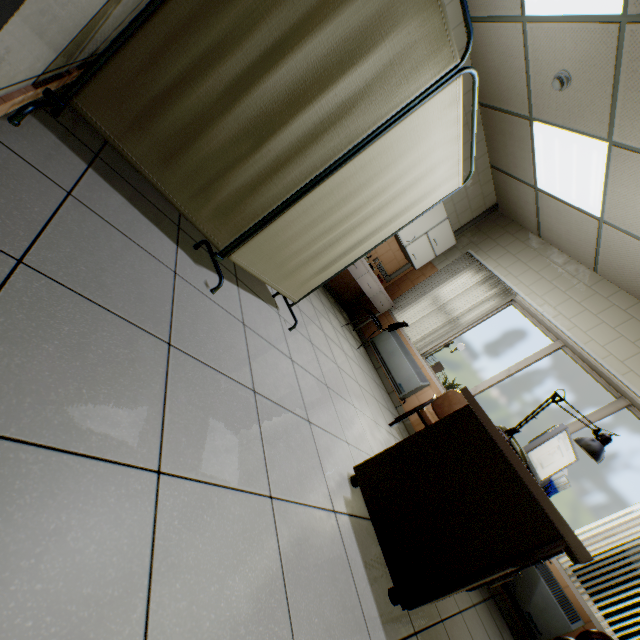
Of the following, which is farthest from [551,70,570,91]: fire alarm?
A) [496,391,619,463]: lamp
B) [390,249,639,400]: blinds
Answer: [496,391,619,463]: lamp

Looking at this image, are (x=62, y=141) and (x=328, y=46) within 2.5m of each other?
yes

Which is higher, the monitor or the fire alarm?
the fire alarm

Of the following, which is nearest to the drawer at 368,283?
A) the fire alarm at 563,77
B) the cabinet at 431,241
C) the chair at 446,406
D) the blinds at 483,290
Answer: the blinds at 483,290

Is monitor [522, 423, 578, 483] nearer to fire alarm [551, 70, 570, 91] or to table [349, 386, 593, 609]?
table [349, 386, 593, 609]

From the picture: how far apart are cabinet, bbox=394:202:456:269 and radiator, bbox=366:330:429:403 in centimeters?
118cm

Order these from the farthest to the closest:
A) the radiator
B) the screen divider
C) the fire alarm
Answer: the radiator, the fire alarm, the screen divider

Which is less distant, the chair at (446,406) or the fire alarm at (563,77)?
the fire alarm at (563,77)
